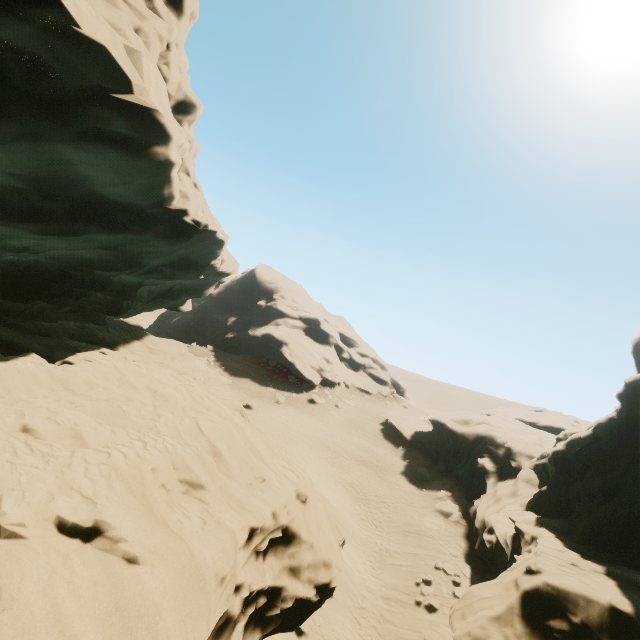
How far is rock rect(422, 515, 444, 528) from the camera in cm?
2367

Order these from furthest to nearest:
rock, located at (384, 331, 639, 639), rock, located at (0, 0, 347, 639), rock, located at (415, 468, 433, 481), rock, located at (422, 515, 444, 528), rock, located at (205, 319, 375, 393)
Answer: rock, located at (205, 319, 375, 393)
rock, located at (415, 468, 433, 481)
rock, located at (422, 515, 444, 528)
rock, located at (384, 331, 639, 639)
rock, located at (0, 0, 347, 639)

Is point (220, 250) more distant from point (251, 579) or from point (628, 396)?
point (628, 396)

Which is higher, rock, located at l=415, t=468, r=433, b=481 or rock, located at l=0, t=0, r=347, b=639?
rock, located at l=0, t=0, r=347, b=639

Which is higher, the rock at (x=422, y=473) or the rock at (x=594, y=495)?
the rock at (x=594, y=495)

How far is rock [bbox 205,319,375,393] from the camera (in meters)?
50.66
